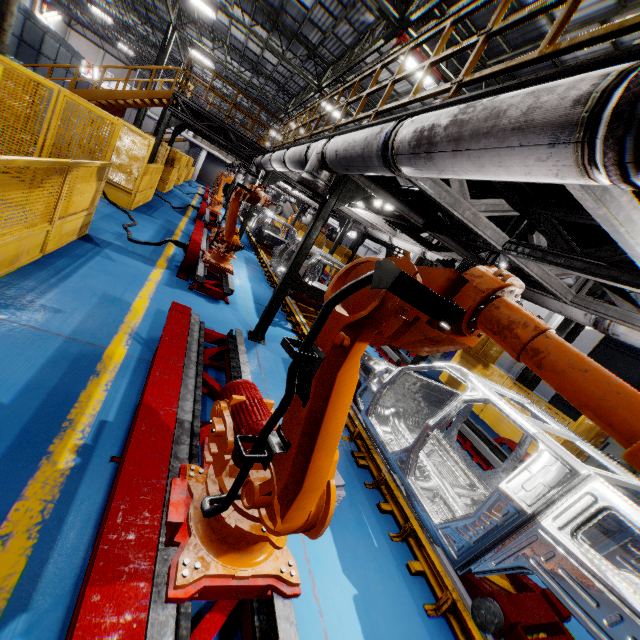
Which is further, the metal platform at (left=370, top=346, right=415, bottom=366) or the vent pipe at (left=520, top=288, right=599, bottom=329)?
the metal platform at (left=370, top=346, right=415, bottom=366)

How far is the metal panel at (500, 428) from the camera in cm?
870

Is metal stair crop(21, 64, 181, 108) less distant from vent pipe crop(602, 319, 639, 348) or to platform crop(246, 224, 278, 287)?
platform crop(246, 224, 278, 287)

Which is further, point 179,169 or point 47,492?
point 179,169

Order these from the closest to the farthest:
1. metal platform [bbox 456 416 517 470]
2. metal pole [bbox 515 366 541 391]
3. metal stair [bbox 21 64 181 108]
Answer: metal platform [bbox 456 416 517 470] → metal pole [bbox 515 366 541 391] → metal stair [bbox 21 64 181 108]

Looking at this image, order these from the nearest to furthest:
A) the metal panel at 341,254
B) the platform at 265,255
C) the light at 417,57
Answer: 1. the light at 417,57
2. the platform at 265,255
3. the metal panel at 341,254

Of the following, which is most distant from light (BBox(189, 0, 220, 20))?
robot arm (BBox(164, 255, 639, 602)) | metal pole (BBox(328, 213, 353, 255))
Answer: robot arm (BBox(164, 255, 639, 602))

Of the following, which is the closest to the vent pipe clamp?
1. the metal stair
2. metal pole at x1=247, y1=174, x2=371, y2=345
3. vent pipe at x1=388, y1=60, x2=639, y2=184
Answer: vent pipe at x1=388, y1=60, x2=639, y2=184
